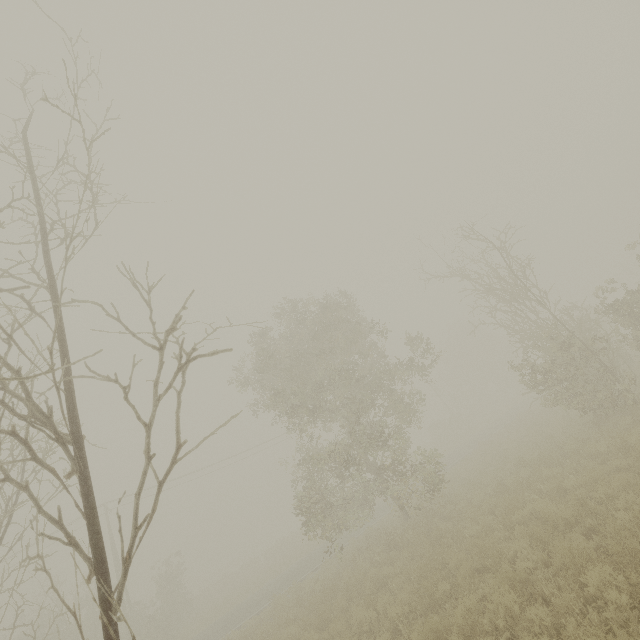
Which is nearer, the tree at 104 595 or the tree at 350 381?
the tree at 104 595

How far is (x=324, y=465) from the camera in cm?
1345

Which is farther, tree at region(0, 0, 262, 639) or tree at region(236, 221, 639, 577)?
tree at region(236, 221, 639, 577)
